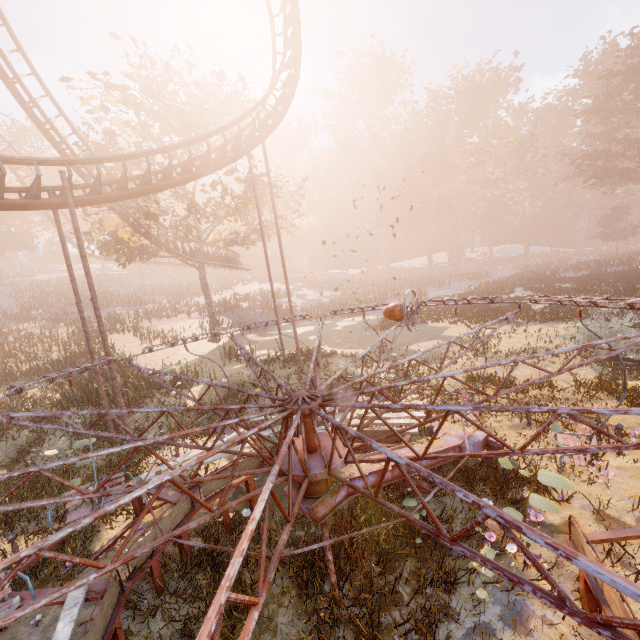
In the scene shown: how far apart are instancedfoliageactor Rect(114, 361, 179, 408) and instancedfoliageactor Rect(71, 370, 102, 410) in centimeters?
192cm

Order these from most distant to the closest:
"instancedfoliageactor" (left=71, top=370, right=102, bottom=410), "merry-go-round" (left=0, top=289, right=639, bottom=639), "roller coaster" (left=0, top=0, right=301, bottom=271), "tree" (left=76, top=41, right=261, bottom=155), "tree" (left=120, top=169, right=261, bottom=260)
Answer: "tree" (left=120, top=169, right=261, bottom=260) < "tree" (left=76, top=41, right=261, bottom=155) < "instancedfoliageactor" (left=71, top=370, right=102, bottom=410) < "roller coaster" (left=0, top=0, right=301, bottom=271) < "merry-go-round" (left=0, top=289, right=639, bottom=639)

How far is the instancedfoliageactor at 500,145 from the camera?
49.00m

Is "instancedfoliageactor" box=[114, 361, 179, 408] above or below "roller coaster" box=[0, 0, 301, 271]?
below

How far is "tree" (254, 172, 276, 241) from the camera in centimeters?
2014cm

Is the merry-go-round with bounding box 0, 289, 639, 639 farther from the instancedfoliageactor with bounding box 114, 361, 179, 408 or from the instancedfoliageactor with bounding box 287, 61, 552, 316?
the instancedfoliageactor with bounding box 287, 61, 552, 316

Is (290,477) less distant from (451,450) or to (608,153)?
(451,450)

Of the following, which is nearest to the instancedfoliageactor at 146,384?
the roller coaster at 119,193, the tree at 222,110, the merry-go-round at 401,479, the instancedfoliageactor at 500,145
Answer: the merry-go-round at 401,479
